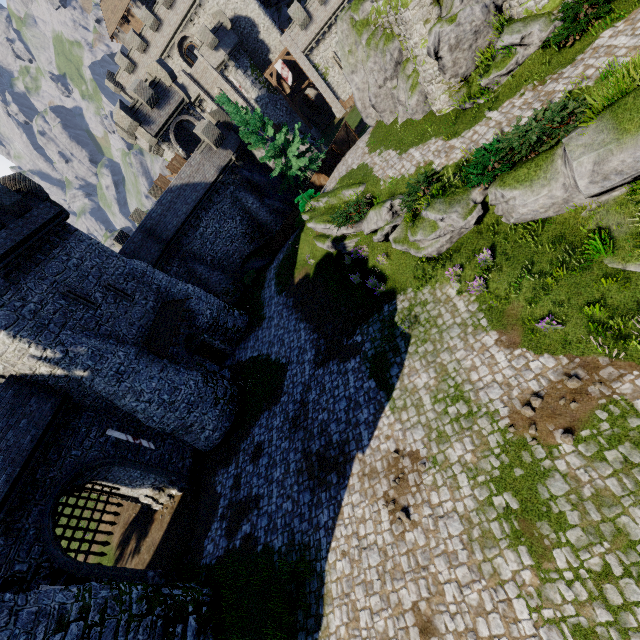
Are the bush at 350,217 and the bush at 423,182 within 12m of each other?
yes

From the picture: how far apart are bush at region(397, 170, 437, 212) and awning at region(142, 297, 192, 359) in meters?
15.4 m

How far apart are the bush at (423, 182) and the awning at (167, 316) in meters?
15.4 m

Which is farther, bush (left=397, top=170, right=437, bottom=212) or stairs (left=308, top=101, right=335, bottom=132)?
stairs (left=308, top=101, right=335, bottom=132)

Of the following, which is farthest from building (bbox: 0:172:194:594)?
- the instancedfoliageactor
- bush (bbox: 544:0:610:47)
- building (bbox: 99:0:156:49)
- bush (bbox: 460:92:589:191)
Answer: building (bbox: 99:0:156:49)

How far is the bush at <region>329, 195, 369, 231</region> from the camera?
17.31m

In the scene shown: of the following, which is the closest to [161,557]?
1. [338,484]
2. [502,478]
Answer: [338,484]

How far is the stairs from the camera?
45.78m
